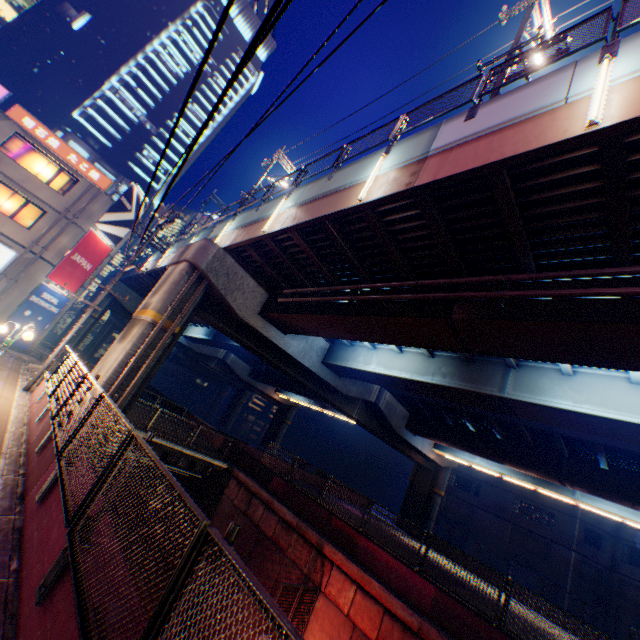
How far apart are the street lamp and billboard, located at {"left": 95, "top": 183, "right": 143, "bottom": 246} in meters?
26.5

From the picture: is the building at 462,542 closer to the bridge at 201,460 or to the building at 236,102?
the bridge at 201,460

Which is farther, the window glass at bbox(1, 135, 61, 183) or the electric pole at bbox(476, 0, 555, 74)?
the window glass at bbox(1, 135, 61, 183)

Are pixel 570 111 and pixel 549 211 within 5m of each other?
yes

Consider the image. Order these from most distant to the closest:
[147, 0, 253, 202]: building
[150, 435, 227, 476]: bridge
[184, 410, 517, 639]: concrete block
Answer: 1. [147, 0, 253, 202]: building
2. [150, 435, 227, 476]: bridge
3. [184, 410, 517, 639]: concrete block

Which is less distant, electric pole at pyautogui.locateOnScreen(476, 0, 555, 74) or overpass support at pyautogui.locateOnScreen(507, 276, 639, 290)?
overpass support at pyautogui.locateOnScreen(507, 276, 639, 290)

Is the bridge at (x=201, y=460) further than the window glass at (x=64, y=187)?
No

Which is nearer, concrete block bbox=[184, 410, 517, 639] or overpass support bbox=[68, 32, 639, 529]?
overpass support bbox=[68, 32, 639, 529]
